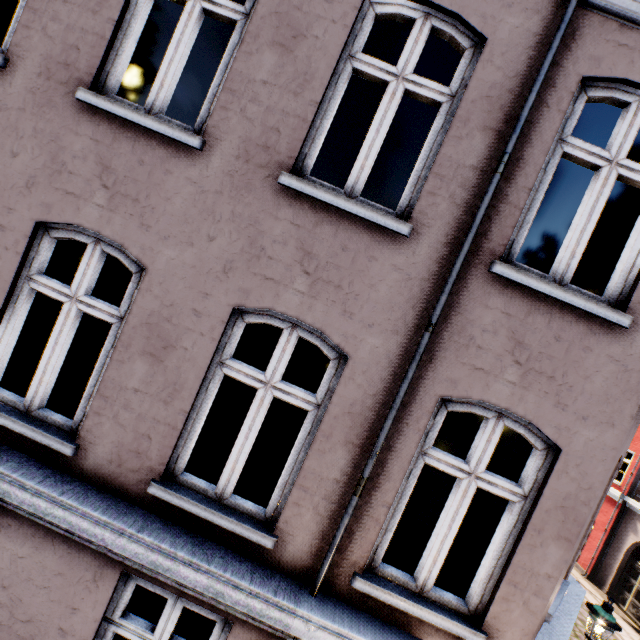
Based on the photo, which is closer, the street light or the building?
the building

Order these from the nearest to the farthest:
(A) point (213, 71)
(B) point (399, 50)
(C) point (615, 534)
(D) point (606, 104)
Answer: (D) point (606, 104)
(B) point (399, 50)
(A) point (213, 71)
(C) point (615, 534)

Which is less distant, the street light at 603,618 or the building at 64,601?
the building at 64,601
